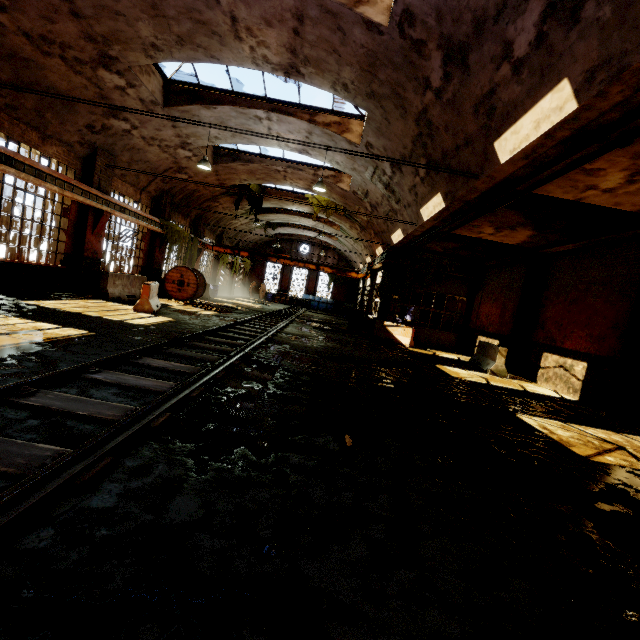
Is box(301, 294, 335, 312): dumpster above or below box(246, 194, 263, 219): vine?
below

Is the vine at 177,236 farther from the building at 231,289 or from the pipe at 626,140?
the pipe at 626,140

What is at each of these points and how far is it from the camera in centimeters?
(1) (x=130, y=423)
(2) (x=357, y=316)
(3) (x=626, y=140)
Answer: (1) rail track, 311cm
(2) cable drum, 1839cm
(3) pipe, 503cm

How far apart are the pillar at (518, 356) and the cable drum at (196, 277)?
15.4 meters

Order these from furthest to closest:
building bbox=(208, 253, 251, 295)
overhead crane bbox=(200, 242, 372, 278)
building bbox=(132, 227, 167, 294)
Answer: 1. building bbox=(208, 253, 251, 295)
2. overhead crane bbox=(200, 242, 372, 278)
3. building bbox=(132, 227, 167, 294)

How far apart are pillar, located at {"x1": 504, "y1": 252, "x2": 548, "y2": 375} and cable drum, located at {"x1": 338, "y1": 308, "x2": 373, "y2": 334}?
7.00m

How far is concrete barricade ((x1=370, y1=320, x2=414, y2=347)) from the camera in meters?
15.8 m

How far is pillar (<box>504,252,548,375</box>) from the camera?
12.6m
